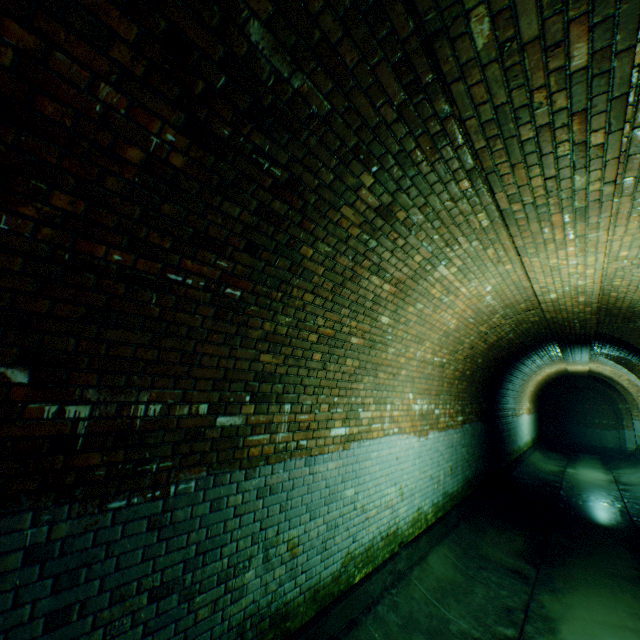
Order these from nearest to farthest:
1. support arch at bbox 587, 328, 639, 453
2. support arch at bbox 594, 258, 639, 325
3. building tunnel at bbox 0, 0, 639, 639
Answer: building tunnel at bbox 0, 0, 639, 639 → support arch at bbox 594, 258, 639, 325 → support arch at bbox 587, 328, 639, 453

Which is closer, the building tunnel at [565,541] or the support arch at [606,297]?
the building tunnel at [565,541]

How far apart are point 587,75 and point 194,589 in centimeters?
411cm

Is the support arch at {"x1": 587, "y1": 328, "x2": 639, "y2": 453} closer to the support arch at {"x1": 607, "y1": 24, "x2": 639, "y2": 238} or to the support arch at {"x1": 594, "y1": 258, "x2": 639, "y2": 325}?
the support arch at {"x1": 594, "y1": 258, "x2": 639, "y2": 325}

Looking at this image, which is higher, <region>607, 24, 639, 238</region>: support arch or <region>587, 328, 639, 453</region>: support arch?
<region>607, 24, 639, 238</region>: support arch

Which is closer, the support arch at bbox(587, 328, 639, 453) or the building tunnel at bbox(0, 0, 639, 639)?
the building tunnel at bbox(0, 0, 639, 639)

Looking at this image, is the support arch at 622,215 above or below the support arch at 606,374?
above
